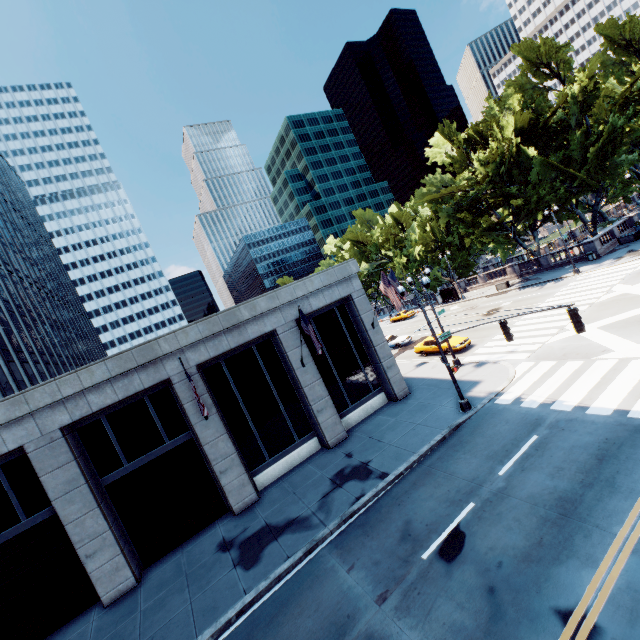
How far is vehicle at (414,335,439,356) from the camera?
27.2 meters

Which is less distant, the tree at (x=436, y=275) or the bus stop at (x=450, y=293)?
the bus stop at (x=450, y=293)

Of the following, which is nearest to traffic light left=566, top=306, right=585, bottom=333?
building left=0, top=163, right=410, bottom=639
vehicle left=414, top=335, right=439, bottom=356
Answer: building left=0, top=163, right=410, bottom=639

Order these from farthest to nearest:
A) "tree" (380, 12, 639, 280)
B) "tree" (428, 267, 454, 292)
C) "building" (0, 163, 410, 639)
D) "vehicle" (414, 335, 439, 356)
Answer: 1. "tree" (428, 267, 454, 292)
2. "tree" (380, 12, 639, 280)
3. "vehicle" (414, 335, 439, 356)
4. "building" (0, 163, 410, 639)

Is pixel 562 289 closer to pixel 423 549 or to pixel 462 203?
pixel 462 203

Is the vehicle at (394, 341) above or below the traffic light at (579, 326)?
below

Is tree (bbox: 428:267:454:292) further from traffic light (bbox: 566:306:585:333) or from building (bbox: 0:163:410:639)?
traffic light (bbox: 566:306:585:333)

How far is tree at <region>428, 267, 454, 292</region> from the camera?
55.5m
